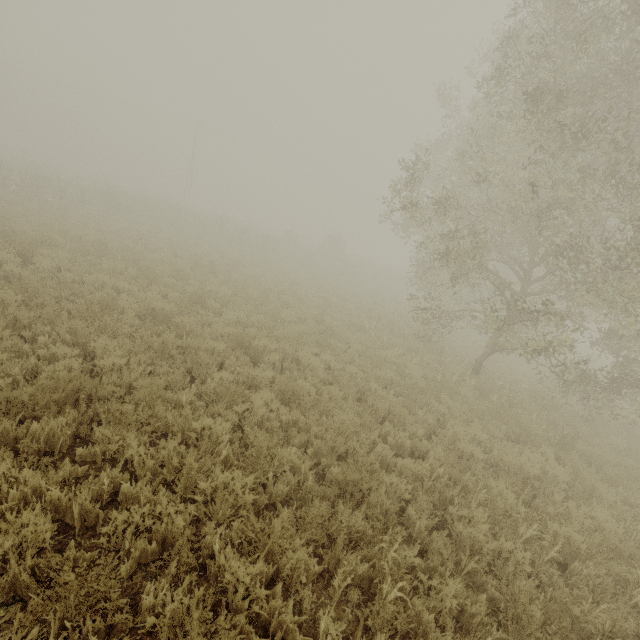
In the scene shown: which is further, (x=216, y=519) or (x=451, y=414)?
(x=451, y=414)
